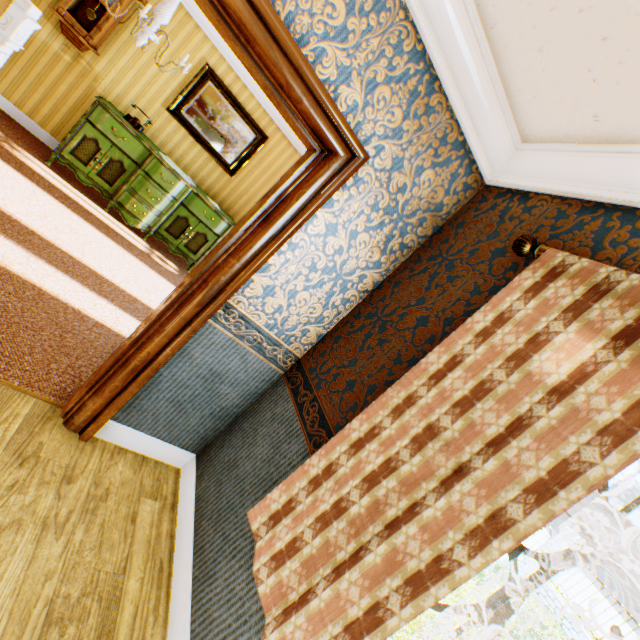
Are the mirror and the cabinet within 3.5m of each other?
yes

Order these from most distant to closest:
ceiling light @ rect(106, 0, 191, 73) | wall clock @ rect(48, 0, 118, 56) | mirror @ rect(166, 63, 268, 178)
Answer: mirror @ rect(166, 63, 268, 178) → wall clock @ rect(48, 0, 118, 56) → ceiling light @ rect(106, 0, 191, 73)

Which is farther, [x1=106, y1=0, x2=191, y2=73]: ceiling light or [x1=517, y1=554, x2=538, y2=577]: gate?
[x1=517, y1=554, x2=538, y2=577]: gate

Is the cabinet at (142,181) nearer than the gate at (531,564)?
Yes

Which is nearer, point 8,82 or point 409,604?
point 409,604

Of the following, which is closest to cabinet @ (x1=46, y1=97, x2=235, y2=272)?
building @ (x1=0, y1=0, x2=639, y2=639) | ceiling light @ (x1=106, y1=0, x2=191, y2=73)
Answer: building @ (x1=0, y1=0, x2=639, y2=639)

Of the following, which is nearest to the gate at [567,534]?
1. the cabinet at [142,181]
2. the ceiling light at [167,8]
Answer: the cabinet at [142,181]

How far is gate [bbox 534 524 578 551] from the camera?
10.8m
